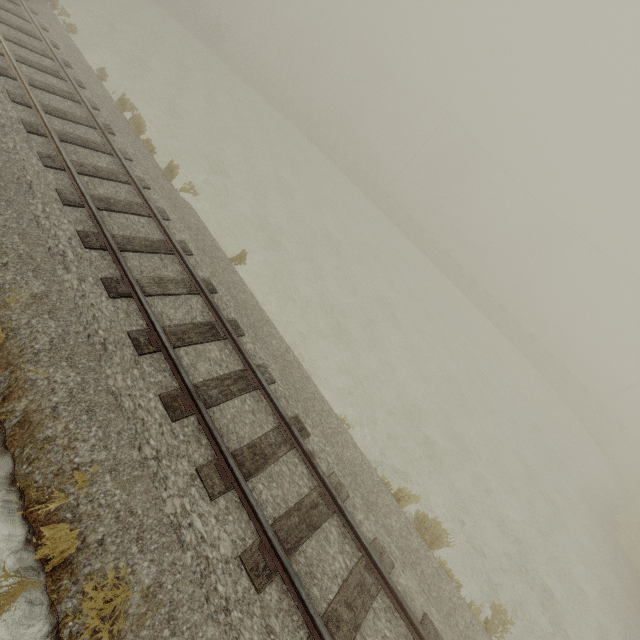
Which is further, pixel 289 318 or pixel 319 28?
pixel 319 28
